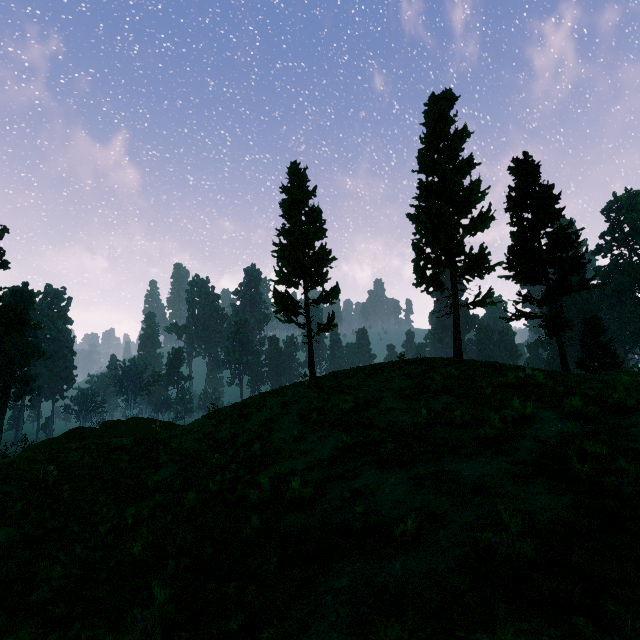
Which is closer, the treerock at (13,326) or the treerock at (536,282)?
the treerock at (536,282)

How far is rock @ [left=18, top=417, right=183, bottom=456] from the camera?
18.9m

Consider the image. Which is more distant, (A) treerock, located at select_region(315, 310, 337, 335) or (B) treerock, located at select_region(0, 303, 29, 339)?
(B) treerock, located at select_region(0, 303, 29, 339)

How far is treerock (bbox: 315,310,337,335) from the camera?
20.61m

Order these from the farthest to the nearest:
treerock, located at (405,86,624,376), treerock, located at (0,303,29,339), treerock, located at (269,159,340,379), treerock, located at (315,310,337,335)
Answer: treerock, located at (0,303,29,339), treerock, located at (269,159,340,379), treerock, located at (315,310,337,335), treerock, located at (405,86,624,376)

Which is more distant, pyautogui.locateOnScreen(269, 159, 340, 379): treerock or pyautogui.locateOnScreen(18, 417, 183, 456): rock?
pyautogui.locateOnScreen(269, 159, 340, 379): treerock

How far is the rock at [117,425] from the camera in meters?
18.9 m

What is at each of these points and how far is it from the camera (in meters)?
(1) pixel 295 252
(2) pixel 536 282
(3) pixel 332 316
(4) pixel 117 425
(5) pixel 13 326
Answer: (1) treerock, 21.08
(2) treerock, 22.34
(3) treerock, 20.88
(4) rock, 21.00
(5) treerock, 31.34
